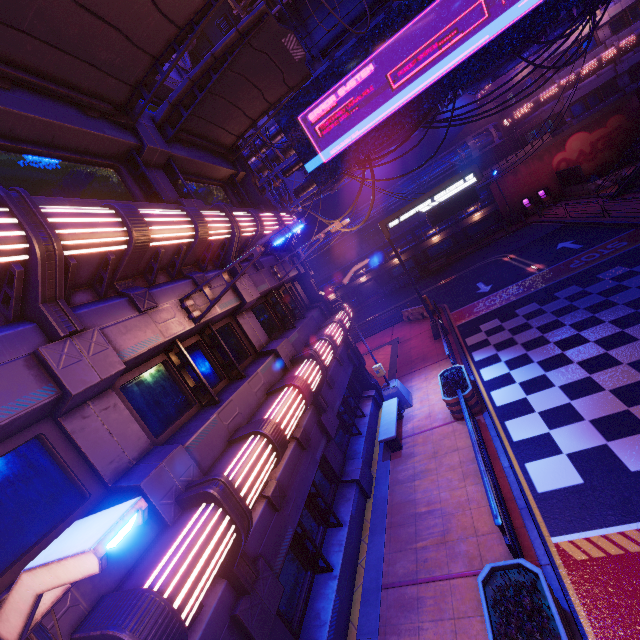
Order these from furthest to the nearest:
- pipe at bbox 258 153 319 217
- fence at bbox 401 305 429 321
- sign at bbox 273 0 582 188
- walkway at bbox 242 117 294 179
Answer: fence at bbox 401 305 429 321 → pipe at bbox 258 153 319 217 → walkway at bbox 242 117 294 179 → sign at bbox 273 0 582 188

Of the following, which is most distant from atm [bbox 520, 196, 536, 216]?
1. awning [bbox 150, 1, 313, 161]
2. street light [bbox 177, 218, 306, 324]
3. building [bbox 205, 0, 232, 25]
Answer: street light [bbox 177, 218, 306, 324]

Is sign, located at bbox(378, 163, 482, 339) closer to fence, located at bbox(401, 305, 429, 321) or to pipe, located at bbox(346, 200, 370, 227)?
fence, located at bbox(401, 305, 429, 321)

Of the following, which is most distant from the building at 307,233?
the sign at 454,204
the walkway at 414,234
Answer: the sign at 454,204

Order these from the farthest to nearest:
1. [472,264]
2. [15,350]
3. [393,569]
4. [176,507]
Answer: [472,264]
[393,569]
[176,507]
[15,350]

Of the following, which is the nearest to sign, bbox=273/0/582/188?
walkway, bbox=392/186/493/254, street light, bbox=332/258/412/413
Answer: street light, bbox=332/258/412/413

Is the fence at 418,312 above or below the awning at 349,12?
below

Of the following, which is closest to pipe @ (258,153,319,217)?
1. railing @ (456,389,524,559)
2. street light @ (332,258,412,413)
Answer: street light @ (332,258,412,413)
